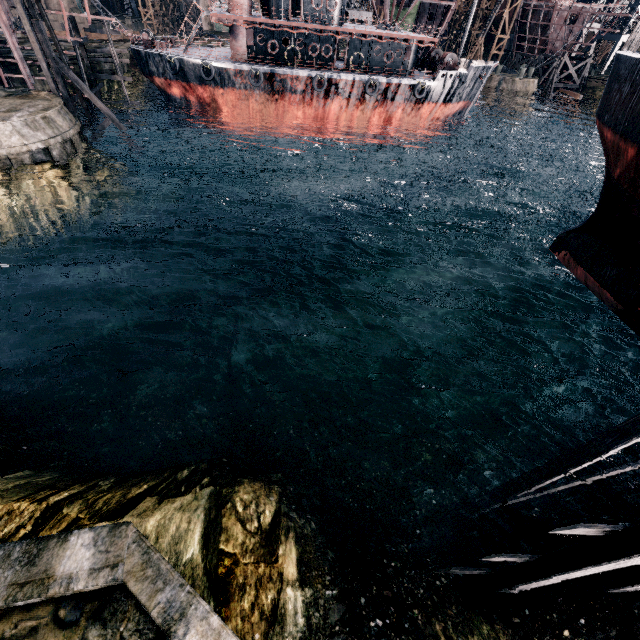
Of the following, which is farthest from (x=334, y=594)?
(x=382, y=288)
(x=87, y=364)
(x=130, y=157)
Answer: (x=130, y=157)

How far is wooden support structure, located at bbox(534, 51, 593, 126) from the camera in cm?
5634

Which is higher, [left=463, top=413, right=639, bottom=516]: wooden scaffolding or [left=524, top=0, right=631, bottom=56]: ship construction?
[left=524, top=0, right=631, bottom=56]: ship construction

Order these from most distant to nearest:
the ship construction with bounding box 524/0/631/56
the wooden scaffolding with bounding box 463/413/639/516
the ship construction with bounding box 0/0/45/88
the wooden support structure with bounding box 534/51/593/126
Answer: the wooden support structure with bounding box 534/51/593/126, the ship construction with bounding box 524/0/631/56, the ship construction with bounding box 0/0/45/88, the wooden scaffolding with bounding box 463/413/639/516

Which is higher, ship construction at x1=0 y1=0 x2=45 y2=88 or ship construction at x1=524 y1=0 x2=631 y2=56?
ship construction at x1=524 y1=0 x2=631 y2=56

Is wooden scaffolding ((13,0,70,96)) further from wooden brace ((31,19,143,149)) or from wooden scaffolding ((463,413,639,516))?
wooden scaffolding ((463,413,639,516))

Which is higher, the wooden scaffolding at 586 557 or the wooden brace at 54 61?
the wooden brace at 54 61

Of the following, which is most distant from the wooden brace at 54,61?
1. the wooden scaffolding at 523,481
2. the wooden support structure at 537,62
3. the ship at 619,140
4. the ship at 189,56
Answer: the wooden support structure at 537,62
